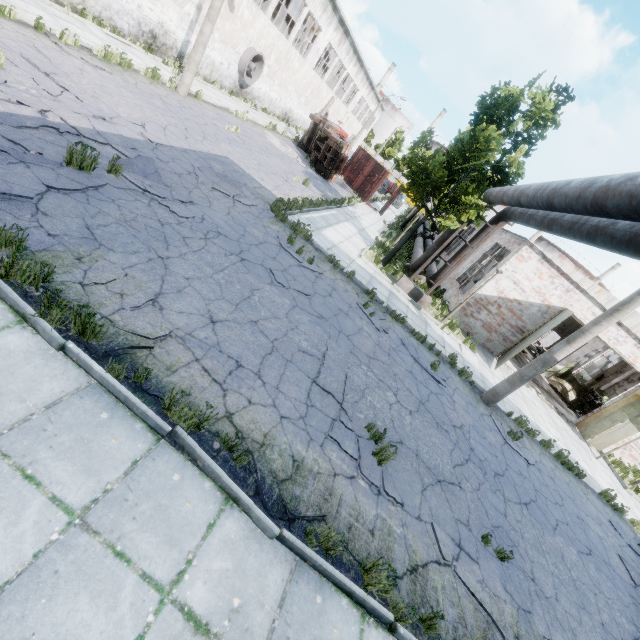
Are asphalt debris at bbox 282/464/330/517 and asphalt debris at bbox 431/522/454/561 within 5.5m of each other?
yes

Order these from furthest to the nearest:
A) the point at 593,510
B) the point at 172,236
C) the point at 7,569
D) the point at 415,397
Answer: the point at 593,510 < the point at 415,397 < the point at 172,236 < the point at 7,569

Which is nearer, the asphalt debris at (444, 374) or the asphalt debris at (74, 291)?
the asphalt debris at (74, 291)

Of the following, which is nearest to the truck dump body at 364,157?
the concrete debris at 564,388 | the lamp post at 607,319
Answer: the concrete debris at 564,388

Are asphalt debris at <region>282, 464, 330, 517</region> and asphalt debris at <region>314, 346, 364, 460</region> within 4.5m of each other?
yes

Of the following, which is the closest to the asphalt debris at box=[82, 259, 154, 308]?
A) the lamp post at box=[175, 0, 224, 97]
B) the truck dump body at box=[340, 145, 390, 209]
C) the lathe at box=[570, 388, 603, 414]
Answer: the lamp post at box=[175, 0, 224, 97]

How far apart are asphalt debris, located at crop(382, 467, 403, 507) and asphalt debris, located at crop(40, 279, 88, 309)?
2.6 meters

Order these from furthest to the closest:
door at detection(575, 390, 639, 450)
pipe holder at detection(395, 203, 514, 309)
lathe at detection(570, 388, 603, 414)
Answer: lathe at detection(570, 388, 603, 414) < door at detection(575, 390, 639, 450) < pipe holder at detection(395, 203, 514, 309)
